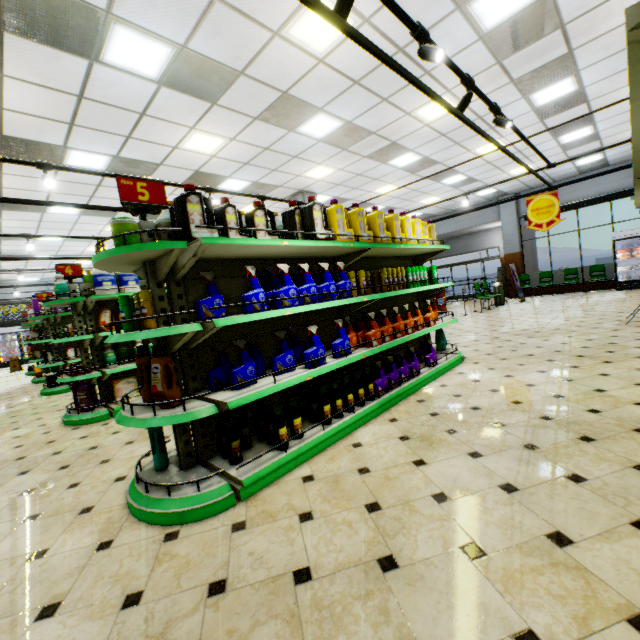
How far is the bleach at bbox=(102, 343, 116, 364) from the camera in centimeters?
519cm

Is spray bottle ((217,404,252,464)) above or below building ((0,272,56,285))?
below

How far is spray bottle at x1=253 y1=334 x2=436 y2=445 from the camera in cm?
288

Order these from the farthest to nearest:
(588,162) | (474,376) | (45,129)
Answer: (588,162) < (45,129) < (474,376)

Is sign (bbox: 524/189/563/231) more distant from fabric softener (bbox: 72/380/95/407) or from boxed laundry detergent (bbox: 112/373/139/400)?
fabric softener (bbox: 72/380/95/407)

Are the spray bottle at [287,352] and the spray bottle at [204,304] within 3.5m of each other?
yes

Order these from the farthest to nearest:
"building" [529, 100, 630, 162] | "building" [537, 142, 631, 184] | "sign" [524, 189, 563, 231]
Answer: "building" [537, 142, 631, 184] → "building" [529, 100, 630, 162] → "sign" [524, 189, 563, 231]

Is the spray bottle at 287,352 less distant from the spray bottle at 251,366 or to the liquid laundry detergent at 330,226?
the spray bottle at 251,366
